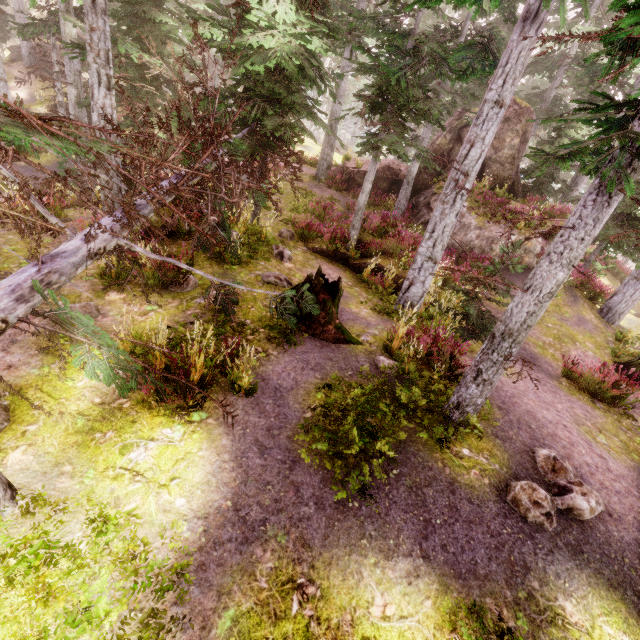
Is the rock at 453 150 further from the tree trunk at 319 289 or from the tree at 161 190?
the tree trunk at 319 289

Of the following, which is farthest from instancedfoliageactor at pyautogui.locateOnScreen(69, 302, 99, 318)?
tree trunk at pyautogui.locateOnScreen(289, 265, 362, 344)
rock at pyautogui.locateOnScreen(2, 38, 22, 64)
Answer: tree trunk at pyautogui.locateOnScreen(289, 265, 362, 344)

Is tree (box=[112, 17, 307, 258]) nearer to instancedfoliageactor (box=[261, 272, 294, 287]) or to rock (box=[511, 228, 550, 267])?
instancedfoliageactor (box=[261, 272, 294, 287])

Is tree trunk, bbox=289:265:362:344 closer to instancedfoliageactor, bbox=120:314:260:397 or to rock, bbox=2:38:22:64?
instancedfoliageactor, bbox=120:314:260:397

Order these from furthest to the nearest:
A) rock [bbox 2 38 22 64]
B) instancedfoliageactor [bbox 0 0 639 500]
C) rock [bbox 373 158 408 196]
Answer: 1. rock [bbox 2 38 22 64]
2. rock [bbox 373 158 408 196]
3. instancedfoliageactor [bbox 0 0 639 500]

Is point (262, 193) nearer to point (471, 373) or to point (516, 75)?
point (516, 75)

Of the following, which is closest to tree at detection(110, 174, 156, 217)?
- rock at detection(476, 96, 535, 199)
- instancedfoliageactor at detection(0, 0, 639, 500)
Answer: instancedfoliageactor at detection(0, 0, 639, 500)

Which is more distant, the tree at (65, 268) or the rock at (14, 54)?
the rock at (14, 54)
